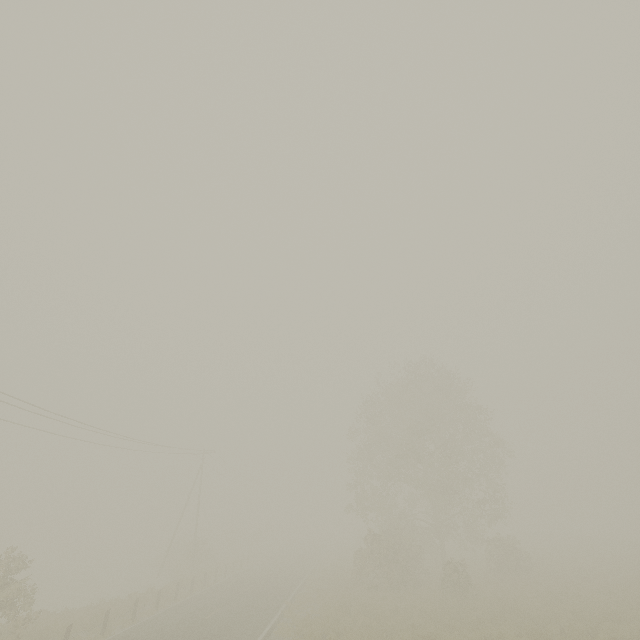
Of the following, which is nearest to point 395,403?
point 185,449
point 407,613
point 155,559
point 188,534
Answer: point 407,613

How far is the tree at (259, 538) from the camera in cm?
5703

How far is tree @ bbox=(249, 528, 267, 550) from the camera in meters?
57.0
